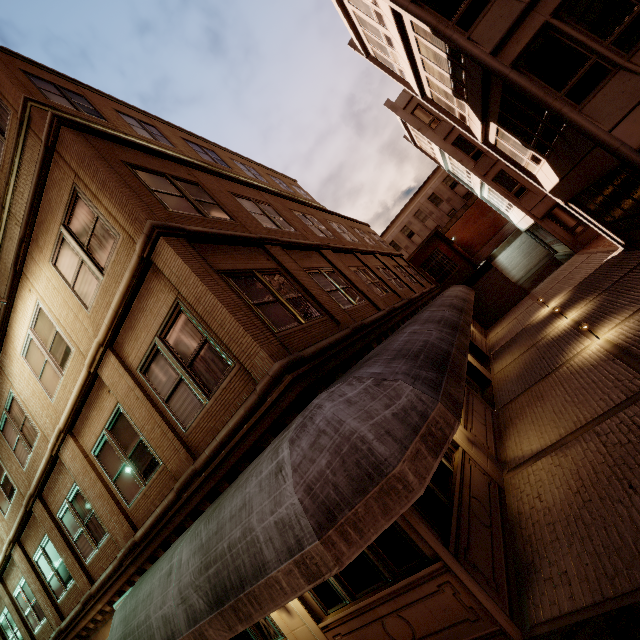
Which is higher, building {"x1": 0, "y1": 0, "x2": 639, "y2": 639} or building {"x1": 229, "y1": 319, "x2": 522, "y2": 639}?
building {"x1": 0, "y1": 0, "x2": 639, "y2": 639}

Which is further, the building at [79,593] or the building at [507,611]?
the building at [79,593]

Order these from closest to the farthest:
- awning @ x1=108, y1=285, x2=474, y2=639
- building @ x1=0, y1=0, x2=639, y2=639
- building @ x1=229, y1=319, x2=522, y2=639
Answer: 1. awning @ x1=108, y1=285, x2=474, y2=639
2. building @ x1=229, y1=319, x2=522, y2=639
3. building @ x1=0, y1=0, x2=639, y2=639

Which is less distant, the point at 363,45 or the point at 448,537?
the point at 448,537

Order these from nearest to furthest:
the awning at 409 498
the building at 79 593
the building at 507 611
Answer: the awning at 409 498
the building at 507 611
the building at 79 593

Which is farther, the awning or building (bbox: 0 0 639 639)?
building (bbox: 0 0 639 639)

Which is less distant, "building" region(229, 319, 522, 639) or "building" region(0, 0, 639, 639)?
"building" region(229, 319, 522, 639)
